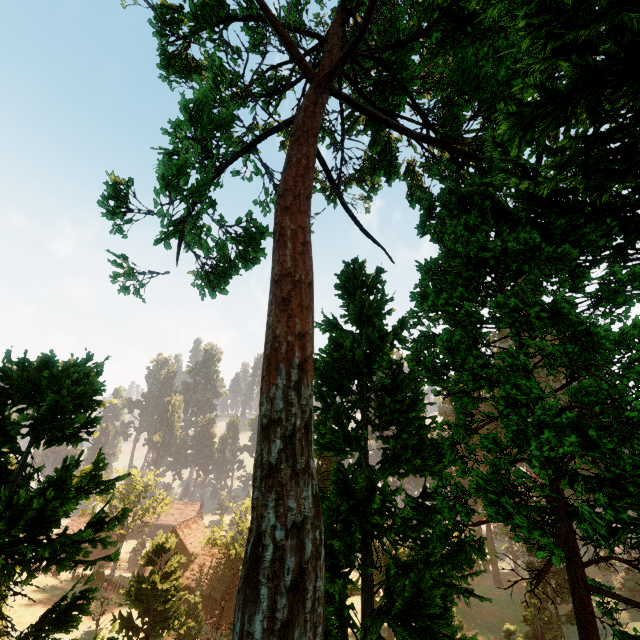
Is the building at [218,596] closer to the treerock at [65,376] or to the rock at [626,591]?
the treerock at [65,376]

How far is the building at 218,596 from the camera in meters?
41.4

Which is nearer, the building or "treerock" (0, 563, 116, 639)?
"treerock" (0, 563, 116, 639)

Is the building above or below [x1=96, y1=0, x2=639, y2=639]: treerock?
below

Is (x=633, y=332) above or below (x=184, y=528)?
above

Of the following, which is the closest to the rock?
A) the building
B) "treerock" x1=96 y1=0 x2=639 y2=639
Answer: "treerock" x1=96 y1=0 x2=639 y2=639

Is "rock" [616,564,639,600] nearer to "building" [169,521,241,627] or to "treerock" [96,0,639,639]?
"treerock" [96,0,639,639]
